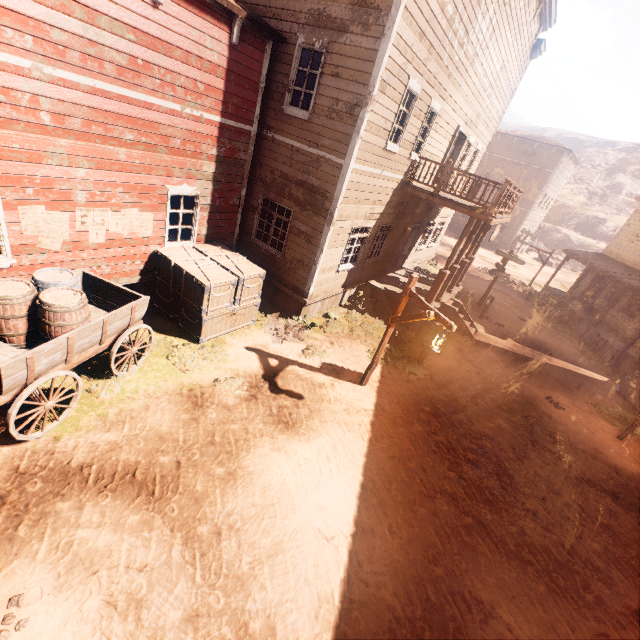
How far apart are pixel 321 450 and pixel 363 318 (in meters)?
6.64

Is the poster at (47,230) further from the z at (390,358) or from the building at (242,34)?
the z at (390,358)

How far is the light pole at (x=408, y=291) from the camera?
6.6 meters

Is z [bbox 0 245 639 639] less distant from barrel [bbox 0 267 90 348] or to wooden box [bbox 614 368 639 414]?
wooden box [bbox 614 368 639 414]

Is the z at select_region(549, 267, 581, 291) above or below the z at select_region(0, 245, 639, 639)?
above

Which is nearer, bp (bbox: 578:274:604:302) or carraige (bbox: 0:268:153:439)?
carraige (bbox: 0:268:153:439)

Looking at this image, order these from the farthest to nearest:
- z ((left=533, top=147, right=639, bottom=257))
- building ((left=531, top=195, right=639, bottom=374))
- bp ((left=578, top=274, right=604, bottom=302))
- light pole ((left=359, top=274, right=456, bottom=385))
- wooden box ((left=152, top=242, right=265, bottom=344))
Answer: z ((left=533, top=147, right=639, bottom=257)), bp ((left=578, top=274, right=604, bottom=302)), building ((left=531, top=195, right=639, bottom=374)), wooden box ((left=152, top=242, right=265, bottom=344)), light pole ((left=359, top=274, right=456, bottom=385))

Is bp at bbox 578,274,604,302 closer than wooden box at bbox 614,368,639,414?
No
